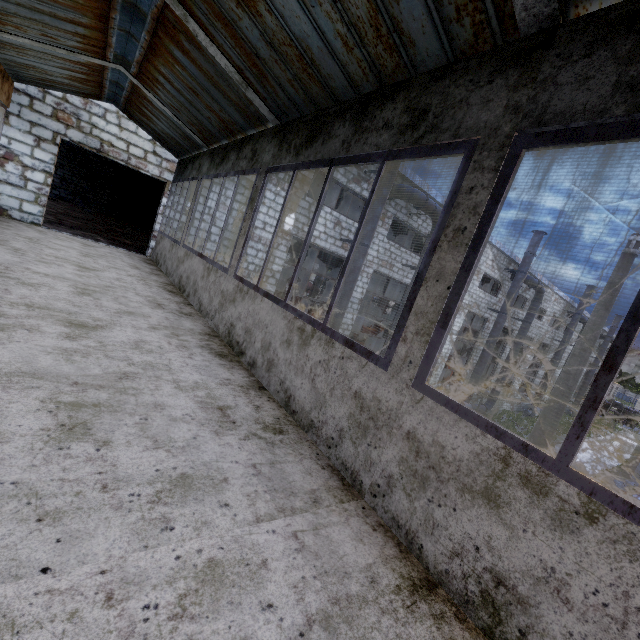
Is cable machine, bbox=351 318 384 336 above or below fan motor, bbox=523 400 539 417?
above

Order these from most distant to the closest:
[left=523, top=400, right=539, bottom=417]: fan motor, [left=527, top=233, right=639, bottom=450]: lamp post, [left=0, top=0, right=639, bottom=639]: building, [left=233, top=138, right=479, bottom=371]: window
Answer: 1. [left=523, top=400, right=539, bottom=417]: fan motor
2. [left=527, top=233, right=639, bottom=450]: lamp post
3. [left=233, top=138, right=479, bottom=371]: window
4. [left=0, top=0, right=639, bottom=639]: building

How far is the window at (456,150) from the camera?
2.0 meters

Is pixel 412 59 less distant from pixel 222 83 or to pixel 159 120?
pixel 222 83

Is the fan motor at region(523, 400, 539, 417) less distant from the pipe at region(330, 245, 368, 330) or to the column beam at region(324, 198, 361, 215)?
the column beam at region(324, 198, 361, 215)

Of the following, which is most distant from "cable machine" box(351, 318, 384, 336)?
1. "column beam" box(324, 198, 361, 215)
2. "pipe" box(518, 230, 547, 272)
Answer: "pipe" box(518, 230, 547, 272)

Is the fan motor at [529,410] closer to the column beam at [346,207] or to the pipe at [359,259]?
the column beam at [346,207]

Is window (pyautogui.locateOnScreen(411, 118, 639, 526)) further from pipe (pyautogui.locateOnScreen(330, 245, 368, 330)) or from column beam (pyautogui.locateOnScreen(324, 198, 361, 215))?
column beam (pyautogui.locateOnScreen(324, 198, 361, 215))
